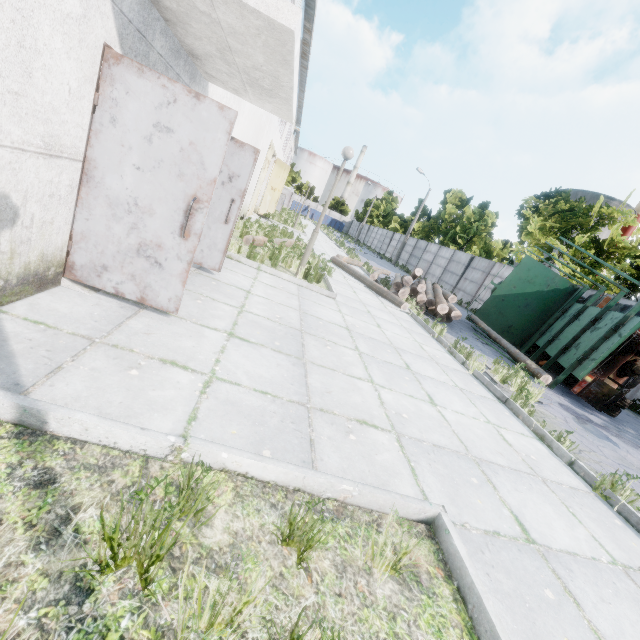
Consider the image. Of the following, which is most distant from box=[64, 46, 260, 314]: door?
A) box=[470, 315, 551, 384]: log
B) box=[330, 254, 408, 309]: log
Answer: box=[470, 315, 551, 384]: log

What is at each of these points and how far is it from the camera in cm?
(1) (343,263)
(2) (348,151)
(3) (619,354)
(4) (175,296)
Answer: (1) log, 1402
(2) lamp post, 773
(3) truck, 821
(4) door, 355

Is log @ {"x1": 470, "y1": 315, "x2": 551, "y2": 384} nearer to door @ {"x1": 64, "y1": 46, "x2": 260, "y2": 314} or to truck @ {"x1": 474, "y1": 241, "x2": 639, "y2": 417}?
truck @ {"x1": 474, "y1": 241, "x2": 639, "y2": 417}

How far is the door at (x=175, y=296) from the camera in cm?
291

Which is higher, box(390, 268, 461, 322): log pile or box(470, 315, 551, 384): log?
box(390, 268, 461, 322): log pile

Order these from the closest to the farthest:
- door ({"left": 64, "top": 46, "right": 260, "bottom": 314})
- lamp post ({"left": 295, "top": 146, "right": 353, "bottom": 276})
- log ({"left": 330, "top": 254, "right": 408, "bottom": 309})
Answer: door ({"left": 64, "top": 46, "right": 260, "bottom": 314}) < lamp post ({"left": 295, "top": 146, "right": 353, "bottom": 276}) < log ({"left": 330, "top": 254, "right": 408, "bottom": 309})

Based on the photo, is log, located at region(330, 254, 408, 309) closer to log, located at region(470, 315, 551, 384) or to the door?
log, located at region(470, 315, 551, 384)

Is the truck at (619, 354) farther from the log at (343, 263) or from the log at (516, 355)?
the log at (343, 263)
